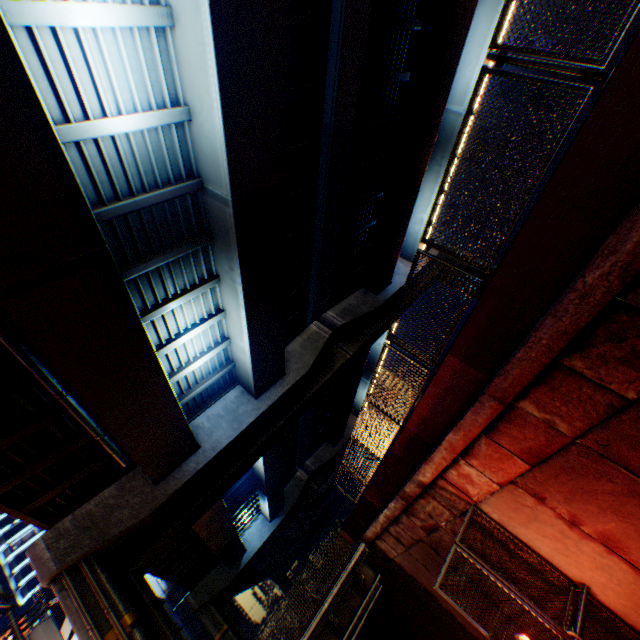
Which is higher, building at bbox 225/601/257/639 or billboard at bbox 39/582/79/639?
billboard at bbox 39/582/79/639

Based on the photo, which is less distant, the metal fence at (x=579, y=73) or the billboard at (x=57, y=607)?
the metal fence at (x=579, y=73)

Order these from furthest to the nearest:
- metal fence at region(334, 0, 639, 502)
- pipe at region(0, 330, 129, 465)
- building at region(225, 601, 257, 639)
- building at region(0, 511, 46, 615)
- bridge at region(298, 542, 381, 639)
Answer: building at region(225, 601, 257, 639), building at region(0, 511, 46, 615), bridge at region(298, 542, 381, 639), pipe at region(0, 330, 129, 465), metal fence at region(334, 0, 639, 502)

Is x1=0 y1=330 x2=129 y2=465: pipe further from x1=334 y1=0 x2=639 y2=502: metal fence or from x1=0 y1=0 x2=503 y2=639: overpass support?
x1=334 y1=0 x2=639 y2=502: metal fence

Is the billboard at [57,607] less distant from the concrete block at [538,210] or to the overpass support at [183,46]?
the overpass support at [183,46]

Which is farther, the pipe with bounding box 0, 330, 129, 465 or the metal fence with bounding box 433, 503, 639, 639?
the pipe with bounding box 0, 330, 129, 465

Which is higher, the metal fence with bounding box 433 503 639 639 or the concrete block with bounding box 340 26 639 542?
the concrete block with bounding box 340 26 639 542

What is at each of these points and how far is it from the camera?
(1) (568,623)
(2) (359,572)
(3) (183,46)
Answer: (1) metal fence, 6.4m
(2) bridge, 13.8m
(3) overpass support, 7.0m
